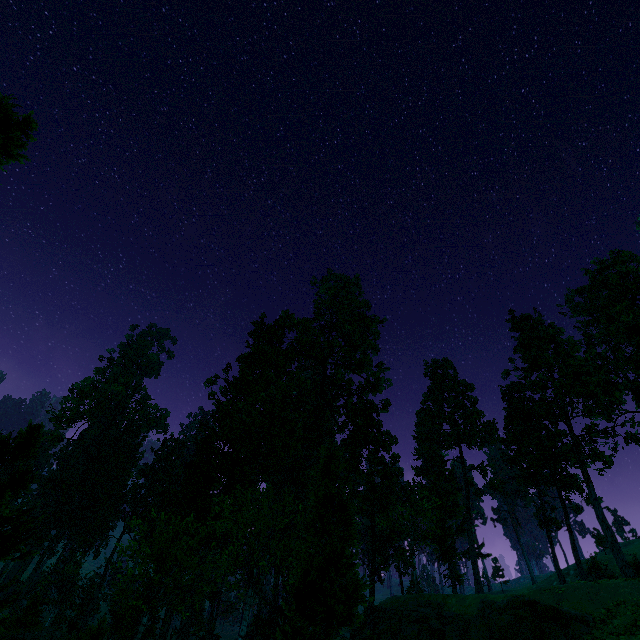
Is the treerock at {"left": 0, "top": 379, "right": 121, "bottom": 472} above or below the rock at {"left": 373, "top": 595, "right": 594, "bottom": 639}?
above

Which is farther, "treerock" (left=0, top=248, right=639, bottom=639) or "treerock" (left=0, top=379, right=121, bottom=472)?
"treerock" (left=0, top=248, right=639, bottom=639)

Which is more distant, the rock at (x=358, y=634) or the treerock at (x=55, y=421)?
the rock at (x=358, y=634)

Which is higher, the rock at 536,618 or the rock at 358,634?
the rock at 536,618

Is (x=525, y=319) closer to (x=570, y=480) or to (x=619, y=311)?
(x=619, y=311)

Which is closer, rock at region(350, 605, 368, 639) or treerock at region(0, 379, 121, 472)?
treerock at region(0, 379, 121, 472)

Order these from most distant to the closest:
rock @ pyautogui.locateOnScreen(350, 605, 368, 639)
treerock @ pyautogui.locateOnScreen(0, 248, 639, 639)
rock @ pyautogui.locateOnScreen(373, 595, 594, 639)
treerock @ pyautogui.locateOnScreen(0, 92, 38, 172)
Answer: Result: rock @ pyautogui.locateOnScreen(350, 605, 368, 639) → rock @ pyautogui.locateOnScreen(373, 595, 594, 639) → treerock @ pyautogui.locateOnScreen(0, 248, 639, 639) → treerock @ pyautogui.locateOnScreen(0, 92, 38, 172)
